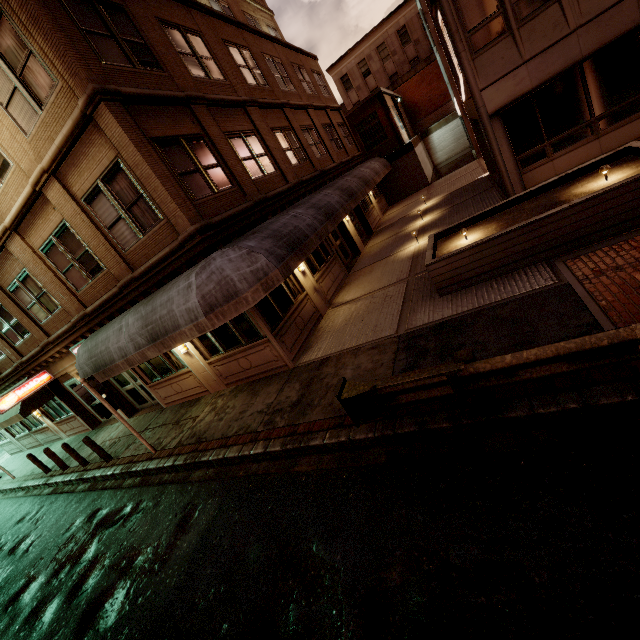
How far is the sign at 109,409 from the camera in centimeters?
907cm

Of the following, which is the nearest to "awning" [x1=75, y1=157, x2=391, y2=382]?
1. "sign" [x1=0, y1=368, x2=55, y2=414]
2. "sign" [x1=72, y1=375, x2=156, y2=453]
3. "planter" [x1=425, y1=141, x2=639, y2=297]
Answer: "sign" [x1=72, y1=375, x2=156, y2=453]

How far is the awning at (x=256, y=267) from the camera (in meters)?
7.61

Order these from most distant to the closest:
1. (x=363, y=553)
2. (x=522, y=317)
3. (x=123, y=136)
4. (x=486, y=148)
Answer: (x=486, y=148), (x=123, y=136), (x=522, y=317), (x=363, y=553)

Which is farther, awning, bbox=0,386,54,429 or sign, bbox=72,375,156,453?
awning, bbox=0,386,54,429

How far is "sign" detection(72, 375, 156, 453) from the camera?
9.1m

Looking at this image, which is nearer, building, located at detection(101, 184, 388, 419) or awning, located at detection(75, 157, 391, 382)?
awning, located at detection(75, 157, 391, 382)

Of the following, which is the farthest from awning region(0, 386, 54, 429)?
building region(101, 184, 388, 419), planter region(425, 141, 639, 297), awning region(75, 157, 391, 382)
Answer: planter region(425, 141, 639, 297)
